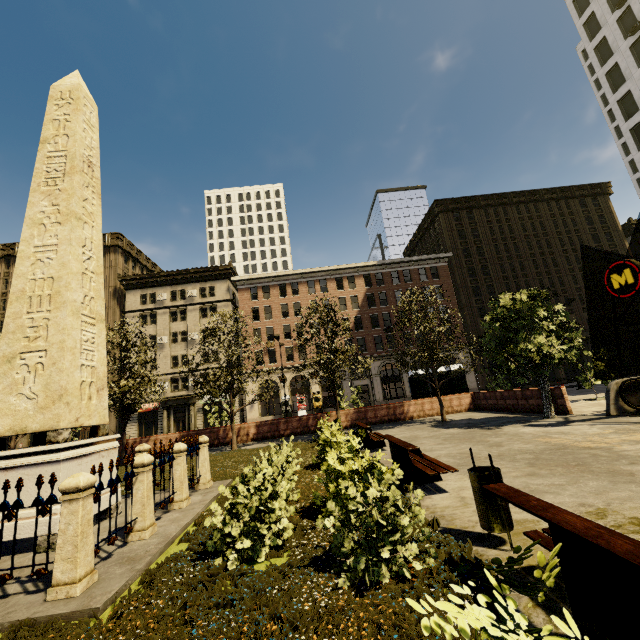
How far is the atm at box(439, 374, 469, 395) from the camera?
22.6m

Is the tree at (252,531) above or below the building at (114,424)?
below

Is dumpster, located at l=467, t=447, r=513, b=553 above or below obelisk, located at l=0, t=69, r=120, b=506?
below

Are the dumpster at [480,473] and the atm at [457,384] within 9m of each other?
no

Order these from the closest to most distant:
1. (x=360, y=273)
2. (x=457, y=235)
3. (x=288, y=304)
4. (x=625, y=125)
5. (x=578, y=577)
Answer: (x=578, y=577), (x=625, y=125), (x=288, y=304), (x=360, y=273), (x=457, y=235)

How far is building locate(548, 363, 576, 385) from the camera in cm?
4253

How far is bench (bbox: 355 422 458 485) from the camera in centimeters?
635cm

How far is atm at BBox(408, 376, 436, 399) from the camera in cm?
2252
